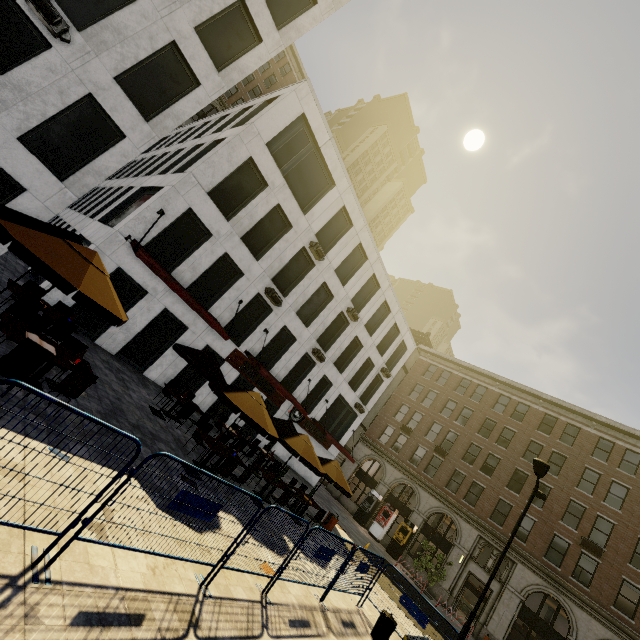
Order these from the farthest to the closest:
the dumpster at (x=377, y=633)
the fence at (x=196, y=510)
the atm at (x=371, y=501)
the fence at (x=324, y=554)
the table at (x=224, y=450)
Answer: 1. the atm at (x=371, y=501)
2. the table at (x=224, y=450)
3. the dumpster at (x=377, y=633)
4. the fence at (x=324, y=554)
5. the fence at (x=196, y=510)

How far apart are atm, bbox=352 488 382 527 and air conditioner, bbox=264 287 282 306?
22.1 meters

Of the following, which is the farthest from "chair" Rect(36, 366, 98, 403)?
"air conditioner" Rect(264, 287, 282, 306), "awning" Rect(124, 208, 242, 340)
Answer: "air conditioner" Rect(264, 287, 282, 306)

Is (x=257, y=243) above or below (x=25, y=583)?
above

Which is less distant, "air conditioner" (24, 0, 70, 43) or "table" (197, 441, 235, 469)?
"air conditioner" (24, 0, 70, 43)

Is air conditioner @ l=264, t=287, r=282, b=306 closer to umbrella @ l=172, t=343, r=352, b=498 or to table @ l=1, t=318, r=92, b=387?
umbrella @ l=172, t=343, r=352, b=498

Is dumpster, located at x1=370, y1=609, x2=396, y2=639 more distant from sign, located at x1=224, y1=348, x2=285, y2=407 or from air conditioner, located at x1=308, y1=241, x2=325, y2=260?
air conditioner, located at x1=308, y1=241, x2=325, y2=260

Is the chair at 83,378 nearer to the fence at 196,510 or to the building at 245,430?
the fence at 196,510
